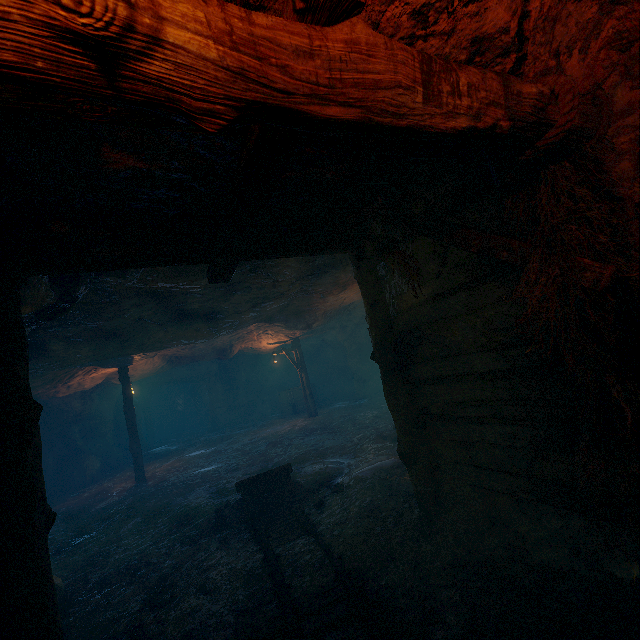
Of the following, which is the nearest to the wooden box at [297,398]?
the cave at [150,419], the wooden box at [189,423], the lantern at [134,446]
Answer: the cave at [150,419]

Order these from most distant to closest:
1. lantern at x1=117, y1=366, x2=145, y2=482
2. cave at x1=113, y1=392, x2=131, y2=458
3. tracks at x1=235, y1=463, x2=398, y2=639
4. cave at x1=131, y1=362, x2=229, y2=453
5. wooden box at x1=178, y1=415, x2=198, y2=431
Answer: wooden box at x1=178, y1=415, x2=198, y2=431, cave at x1=131, y1=362, x2=229, y2=453, cave at x1=113, y1=392, x2=131, y2=458, lantern at x1=117, y1=366, x2=145, y2=482, tracks at x1=235, y1=463, x2=398, y2=639

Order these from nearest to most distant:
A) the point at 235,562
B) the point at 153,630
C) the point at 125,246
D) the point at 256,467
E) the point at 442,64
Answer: the point at 442,64, the point at 125,246, the point at 153,630, the point at 235,562, the point at 256,467

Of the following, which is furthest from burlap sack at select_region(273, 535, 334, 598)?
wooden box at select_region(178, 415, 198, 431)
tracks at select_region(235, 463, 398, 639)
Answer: wooden box at select_region(178, 415, 198, 431)

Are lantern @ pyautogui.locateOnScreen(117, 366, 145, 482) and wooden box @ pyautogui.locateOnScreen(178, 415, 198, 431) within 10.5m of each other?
no

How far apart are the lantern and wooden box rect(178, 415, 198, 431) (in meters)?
16.97

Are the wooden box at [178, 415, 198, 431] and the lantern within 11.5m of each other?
no

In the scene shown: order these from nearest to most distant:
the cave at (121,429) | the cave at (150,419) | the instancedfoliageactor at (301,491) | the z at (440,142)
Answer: the z at (440,142), the instancedfoliageactor at (301,491), the cave at (121,429), the cave at (150,419)
